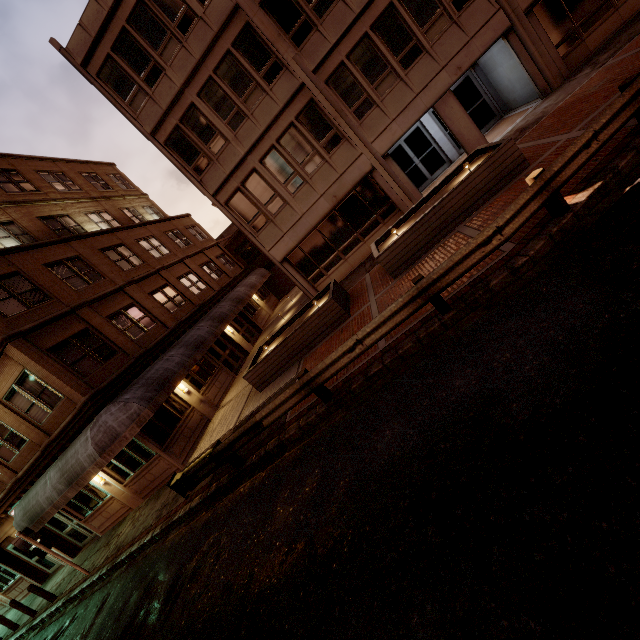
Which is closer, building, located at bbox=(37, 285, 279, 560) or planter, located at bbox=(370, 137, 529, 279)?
planter, located at bbox=(370, 137, 529, 279)

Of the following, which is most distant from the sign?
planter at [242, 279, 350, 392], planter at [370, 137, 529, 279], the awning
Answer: planter at [370, 137, 529, 279]

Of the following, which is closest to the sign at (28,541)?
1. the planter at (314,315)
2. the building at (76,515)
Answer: the building at (76,515)

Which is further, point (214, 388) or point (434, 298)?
point (214, 388)

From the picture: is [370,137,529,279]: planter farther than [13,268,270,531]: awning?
No

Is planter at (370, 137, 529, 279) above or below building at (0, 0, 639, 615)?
below

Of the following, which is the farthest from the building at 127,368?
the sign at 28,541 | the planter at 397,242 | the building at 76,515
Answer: the sign at 28,541

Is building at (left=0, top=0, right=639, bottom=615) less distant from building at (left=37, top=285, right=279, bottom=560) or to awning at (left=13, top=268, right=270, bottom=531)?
awning at (left=13, top=268, right=270, bottom=531)
